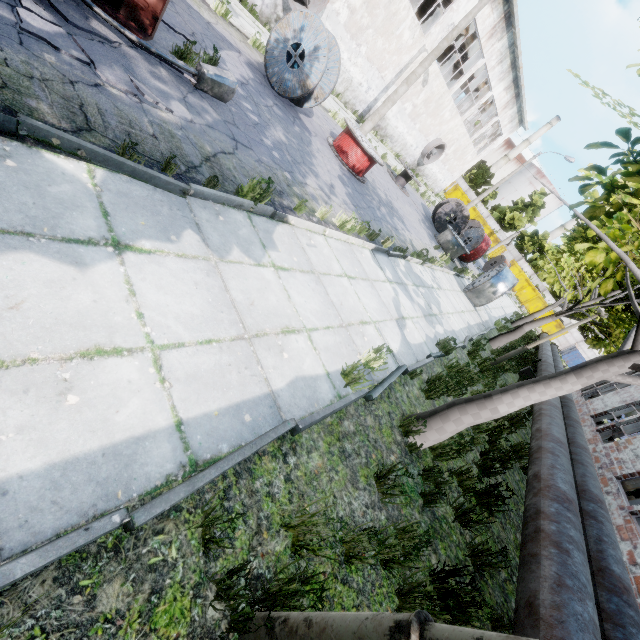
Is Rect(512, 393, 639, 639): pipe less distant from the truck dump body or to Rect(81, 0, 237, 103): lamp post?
the truck dump body

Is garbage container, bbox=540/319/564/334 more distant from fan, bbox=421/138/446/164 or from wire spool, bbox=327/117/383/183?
wire spool, bbox=327/117/383/183

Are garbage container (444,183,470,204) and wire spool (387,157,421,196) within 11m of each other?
no

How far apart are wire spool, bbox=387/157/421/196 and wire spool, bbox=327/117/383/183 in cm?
627

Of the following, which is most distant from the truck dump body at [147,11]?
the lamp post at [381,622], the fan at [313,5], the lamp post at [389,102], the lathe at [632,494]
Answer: the lathe at [632,494]

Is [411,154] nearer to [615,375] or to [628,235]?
[628,235]

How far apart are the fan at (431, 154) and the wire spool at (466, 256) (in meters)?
9.79

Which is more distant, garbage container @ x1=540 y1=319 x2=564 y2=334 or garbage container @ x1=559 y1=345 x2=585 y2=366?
garbage container @ x1=540 y1=319 x2=564 y2=334
